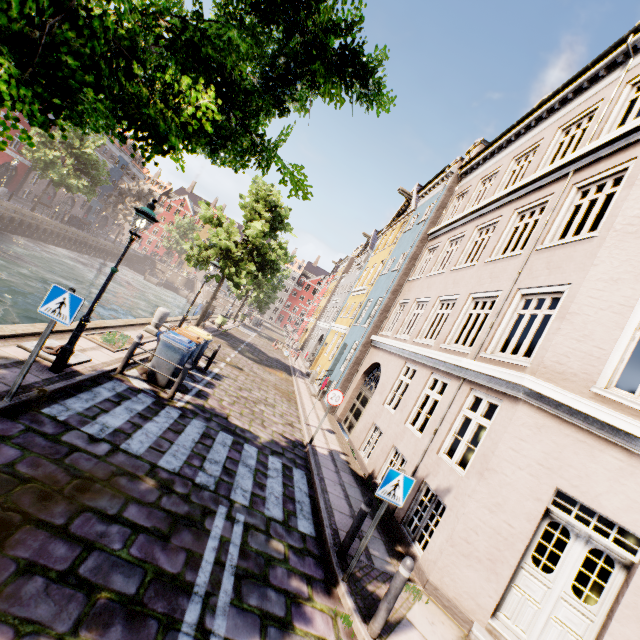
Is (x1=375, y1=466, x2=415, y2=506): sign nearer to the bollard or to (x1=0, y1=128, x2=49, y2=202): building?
the bollard

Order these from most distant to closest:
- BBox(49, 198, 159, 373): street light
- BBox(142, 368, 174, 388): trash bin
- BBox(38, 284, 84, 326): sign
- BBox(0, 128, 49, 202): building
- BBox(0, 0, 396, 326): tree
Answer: BBox(0, 128, 49, 202): building, BBox(142, 368, 174, 388): trash bin, BBox(49, 198, 159, 373): street light, BBox(38, 284, 84, 326): sign, BBox(0, 0, 396, 326): tree

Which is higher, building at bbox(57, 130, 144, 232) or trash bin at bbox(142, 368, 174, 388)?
building at bbox(57, 130, 144, 232)

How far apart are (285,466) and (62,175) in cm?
3646

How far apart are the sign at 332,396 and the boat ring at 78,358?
6.34m

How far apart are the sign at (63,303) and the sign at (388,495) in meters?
5.4

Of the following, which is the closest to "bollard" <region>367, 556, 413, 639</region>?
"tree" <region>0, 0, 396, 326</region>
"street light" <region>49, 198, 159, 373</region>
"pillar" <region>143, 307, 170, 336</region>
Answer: "tree" <region>0, 0, 396, 326</region>

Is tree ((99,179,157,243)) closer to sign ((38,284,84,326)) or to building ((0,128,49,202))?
sign ((38,284,84,326))
